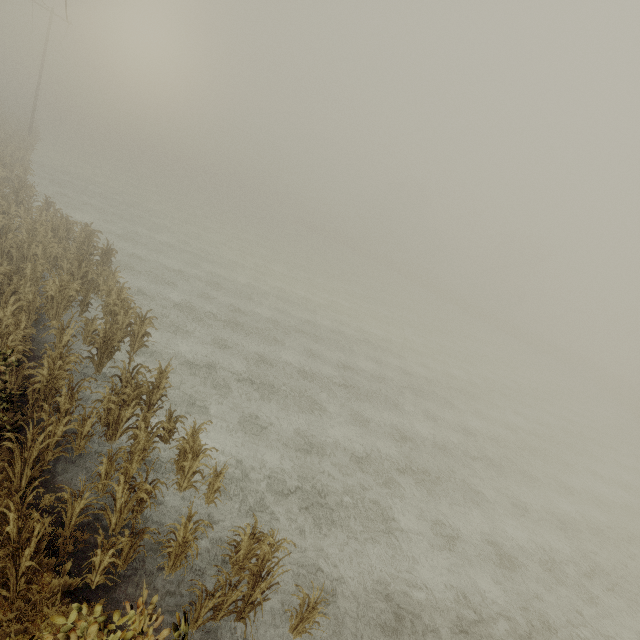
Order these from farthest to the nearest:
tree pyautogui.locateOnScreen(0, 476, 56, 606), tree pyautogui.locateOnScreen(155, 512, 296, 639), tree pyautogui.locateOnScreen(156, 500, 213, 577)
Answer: tree pyautogui.locateOnScreen(156, 500, 213, 577), tree pyautogui.locateOnScreen(155, 512, 296, 639), tree pyautogui.locateOnScreen(0, 476, 56, 606)

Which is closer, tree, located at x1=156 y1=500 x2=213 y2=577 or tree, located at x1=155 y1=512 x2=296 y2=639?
tree, located at x1=155 y1=512 x2=296 y2=639

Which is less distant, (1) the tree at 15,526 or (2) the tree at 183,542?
(1) the tree at 15,526

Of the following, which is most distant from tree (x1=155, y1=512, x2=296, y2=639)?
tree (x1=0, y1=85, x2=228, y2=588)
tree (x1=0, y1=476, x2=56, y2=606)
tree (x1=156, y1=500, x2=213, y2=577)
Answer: tree (x1=0, y1=85, x2=228, y2=588)

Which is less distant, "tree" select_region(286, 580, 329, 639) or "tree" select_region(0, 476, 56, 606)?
"tree" select_region(0, 476, 56, 606)

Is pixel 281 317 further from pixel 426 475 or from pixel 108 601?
pixel 108 601

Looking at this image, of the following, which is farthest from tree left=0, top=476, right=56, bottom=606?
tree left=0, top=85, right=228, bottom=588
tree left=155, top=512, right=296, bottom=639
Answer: tree left=0, top=85, right=228, bottom=588

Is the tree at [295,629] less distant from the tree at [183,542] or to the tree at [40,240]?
the tree at [183,542]
